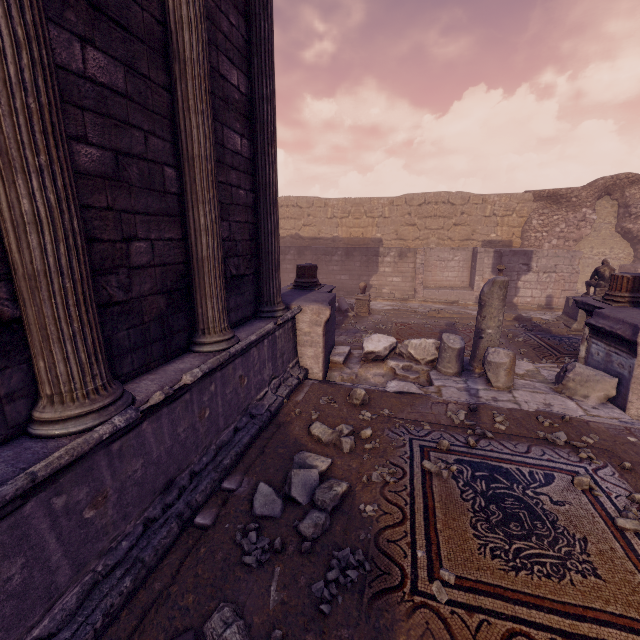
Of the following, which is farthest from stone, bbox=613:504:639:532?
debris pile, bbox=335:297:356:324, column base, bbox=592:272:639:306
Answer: debris pile, bbox=335:297:356:324

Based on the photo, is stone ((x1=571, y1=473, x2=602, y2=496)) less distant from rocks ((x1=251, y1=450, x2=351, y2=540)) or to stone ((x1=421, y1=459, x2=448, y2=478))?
stone ((x1=421, y1=459, x2=448, y2=478))

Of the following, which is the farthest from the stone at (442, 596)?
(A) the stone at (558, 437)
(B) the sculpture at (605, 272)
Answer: (B) the sculpture at (605, 272)

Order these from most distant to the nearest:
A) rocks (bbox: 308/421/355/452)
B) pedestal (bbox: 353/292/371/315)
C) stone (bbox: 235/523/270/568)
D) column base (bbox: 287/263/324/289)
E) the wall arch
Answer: the wall arch → pedestal (bbox: 353/292/371/315) → column base (bbox: 287/263/324/289) → rocks (bbox: 308/421/355/452) → stone (bbox: 235/523/270/568)

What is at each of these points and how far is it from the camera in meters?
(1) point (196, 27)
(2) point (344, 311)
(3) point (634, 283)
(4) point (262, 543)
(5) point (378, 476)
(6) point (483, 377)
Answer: (1) column, 3.1 m
(2) debris pile, 11.9 m
(3) column base, 5.9 m
(4) stone, 2.5 m
(5) stone, 3.2 m
(6) building debris, 5.7 m

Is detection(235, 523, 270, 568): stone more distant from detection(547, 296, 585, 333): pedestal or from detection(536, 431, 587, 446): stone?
detection(547, 296, 585, 333): pedestal

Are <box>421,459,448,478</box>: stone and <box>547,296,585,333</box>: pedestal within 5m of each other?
no

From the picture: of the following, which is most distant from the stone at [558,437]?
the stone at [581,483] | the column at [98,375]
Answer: the column at [98,375]
